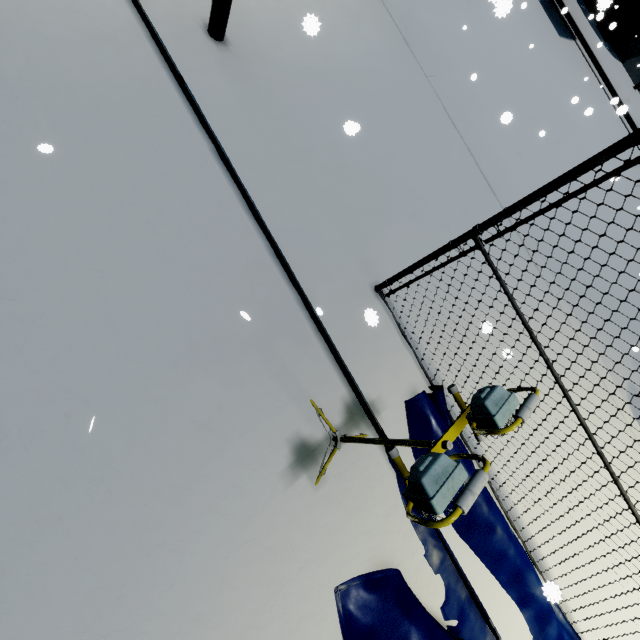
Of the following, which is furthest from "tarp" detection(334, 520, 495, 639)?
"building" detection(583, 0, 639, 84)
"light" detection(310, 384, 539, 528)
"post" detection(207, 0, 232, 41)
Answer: "post" detection(207, 0, 232, 41)

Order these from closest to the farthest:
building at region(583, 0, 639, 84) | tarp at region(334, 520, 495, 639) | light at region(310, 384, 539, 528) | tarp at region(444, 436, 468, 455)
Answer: light at region(310, 384, 539, 528)
tarp at region(334, 520, 495, 639)
tarp at region(444, 436, 468, 455)
building at region(583, 0, 639, 84)

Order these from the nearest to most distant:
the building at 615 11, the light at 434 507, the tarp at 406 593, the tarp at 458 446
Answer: the light at 434 507, the tarp at 406 593, the tarp at 458 446, the building at 615 11

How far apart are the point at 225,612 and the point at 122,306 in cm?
259

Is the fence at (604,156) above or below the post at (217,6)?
above

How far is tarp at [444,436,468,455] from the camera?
3.54m
